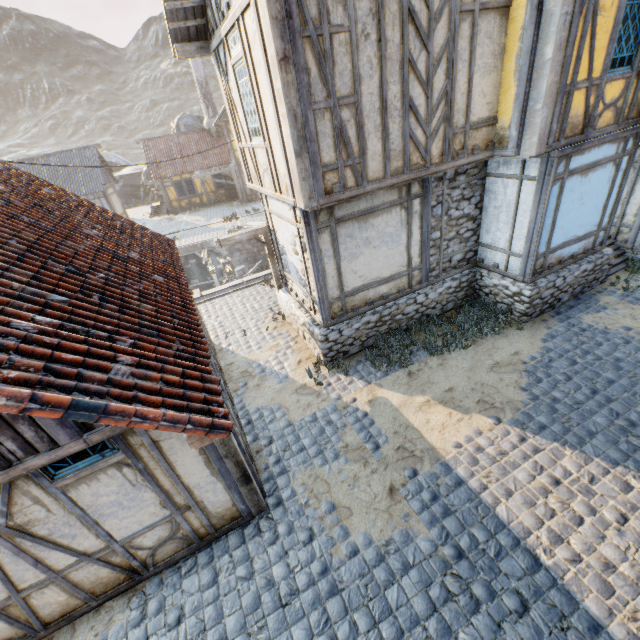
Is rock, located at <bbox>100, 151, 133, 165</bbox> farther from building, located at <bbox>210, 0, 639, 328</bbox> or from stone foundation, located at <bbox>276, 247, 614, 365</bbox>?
stone foundation, located at <bbox>276, 247, 614, 365</bbox>

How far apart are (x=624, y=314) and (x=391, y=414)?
6.63m

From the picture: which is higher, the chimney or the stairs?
the chimney

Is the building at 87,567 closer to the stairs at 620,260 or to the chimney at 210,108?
the stairs at 620,260

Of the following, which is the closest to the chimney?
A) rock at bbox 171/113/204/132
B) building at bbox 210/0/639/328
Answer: rock at bbox 171/113/204/132

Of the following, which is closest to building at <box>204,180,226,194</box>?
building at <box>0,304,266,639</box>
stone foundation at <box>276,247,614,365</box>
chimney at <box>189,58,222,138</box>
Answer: chimney at <box>189,58,222,138</box>

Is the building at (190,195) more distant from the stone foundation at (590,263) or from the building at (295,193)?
the stone foundation at (590,263)

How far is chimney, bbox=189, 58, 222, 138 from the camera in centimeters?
2553cm
